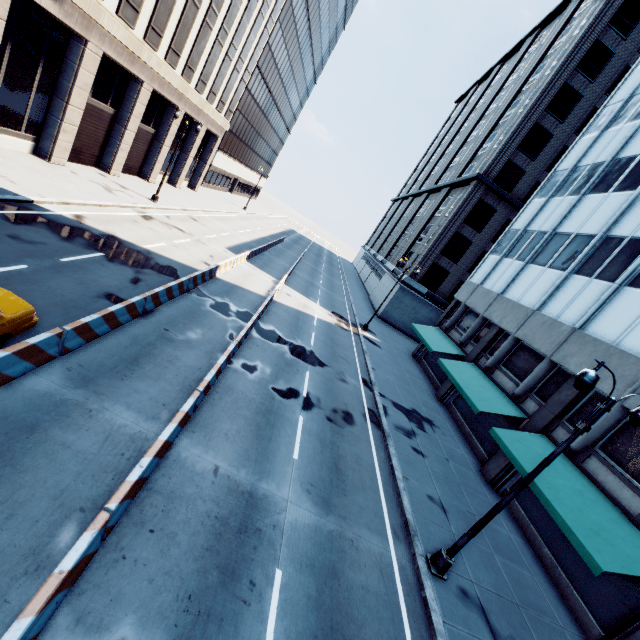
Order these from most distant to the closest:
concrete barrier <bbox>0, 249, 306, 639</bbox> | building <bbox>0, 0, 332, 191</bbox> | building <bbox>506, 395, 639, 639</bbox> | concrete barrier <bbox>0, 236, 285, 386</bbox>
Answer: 1. building <bbox>0, 0, 332, 191</bbox>
2. building <bbox>506, 395, 639, 639</bbox>
3. concrete barrier <bbox>0, 236, 285, 386</bbox>
4. concrete barrier <bbox>0, 249, 306, 639</bbox>

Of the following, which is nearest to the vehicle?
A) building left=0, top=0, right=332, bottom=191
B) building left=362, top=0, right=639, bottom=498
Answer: building left=0, top=0, right=332, bottom=191

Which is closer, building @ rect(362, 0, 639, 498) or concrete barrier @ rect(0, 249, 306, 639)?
concrete barrier @ rect(0, 249, 306, 639)

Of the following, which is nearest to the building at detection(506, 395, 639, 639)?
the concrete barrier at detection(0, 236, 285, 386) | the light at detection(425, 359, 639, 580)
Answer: the light at detection(425, 359, 639, 580)

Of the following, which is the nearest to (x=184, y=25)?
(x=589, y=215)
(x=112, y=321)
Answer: (x=112, y=321)

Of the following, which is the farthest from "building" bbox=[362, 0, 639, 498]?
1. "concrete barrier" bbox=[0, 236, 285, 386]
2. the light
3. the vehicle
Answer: the vehicle

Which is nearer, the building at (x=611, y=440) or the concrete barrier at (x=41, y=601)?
the concrete barrier at (x=41, y=601)

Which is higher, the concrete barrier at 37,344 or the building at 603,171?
the building at 603,171
